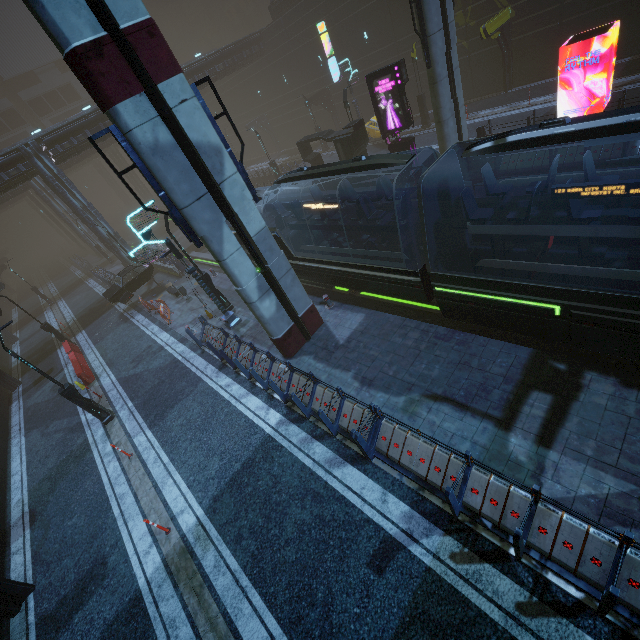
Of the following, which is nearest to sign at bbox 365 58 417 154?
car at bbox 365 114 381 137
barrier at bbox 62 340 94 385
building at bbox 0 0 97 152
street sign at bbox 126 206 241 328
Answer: building at bbox 0 0 97 152

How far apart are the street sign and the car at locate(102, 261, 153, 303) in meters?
10.9 m

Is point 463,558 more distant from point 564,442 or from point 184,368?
point 184,368

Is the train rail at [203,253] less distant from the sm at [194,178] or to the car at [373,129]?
the sm at [194,178]

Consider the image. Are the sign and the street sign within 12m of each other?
no

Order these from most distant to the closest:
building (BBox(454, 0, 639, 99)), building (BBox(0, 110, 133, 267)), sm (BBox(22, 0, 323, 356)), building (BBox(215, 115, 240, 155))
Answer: building (BBox(215, 115, 240, 155)), building (BBox(0, 110, 133, 267)), building (BBox(454, 0, 639, 99)), sm (BBox(22, 0, 323, 356))

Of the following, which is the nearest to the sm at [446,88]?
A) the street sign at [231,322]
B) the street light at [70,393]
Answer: the street sign at [231,322]

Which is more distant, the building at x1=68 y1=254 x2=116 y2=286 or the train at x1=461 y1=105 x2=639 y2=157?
the building at x1=68 y1=254 x2=116 y2=286
